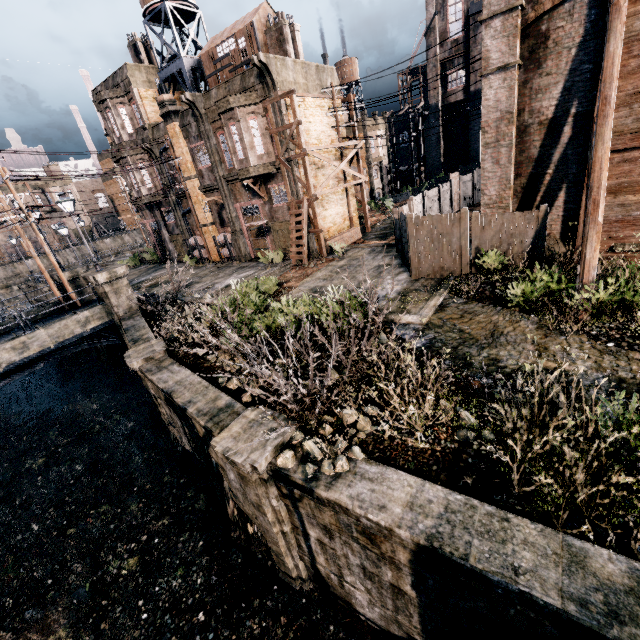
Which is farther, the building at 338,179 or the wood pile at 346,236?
the building at 338,179

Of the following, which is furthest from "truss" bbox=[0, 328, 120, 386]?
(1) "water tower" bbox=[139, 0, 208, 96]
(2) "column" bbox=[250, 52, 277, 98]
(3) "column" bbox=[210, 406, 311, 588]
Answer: (1) "water tower" bbox=[139, 0, 208, 96]

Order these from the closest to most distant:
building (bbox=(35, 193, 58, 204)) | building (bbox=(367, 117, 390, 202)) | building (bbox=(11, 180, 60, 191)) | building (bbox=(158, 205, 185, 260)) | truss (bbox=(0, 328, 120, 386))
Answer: truss (bbox=(0, 328, 120, 386))
building (bbox=(158, 205, 185, 260))
building (bbox=(367, 117, 390, 202))
building (bbox=(11, 180, 60, 191))
building (bbox=(35, 193, 58, 204))

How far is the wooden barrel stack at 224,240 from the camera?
26.93m

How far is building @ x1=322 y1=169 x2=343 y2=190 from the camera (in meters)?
24.33

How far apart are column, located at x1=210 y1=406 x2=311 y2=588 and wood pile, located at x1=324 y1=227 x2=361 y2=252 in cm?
1673

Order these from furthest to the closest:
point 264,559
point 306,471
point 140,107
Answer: point 140,107 < point 264,559 < point 306,471

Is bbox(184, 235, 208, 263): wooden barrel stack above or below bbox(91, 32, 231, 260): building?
below
